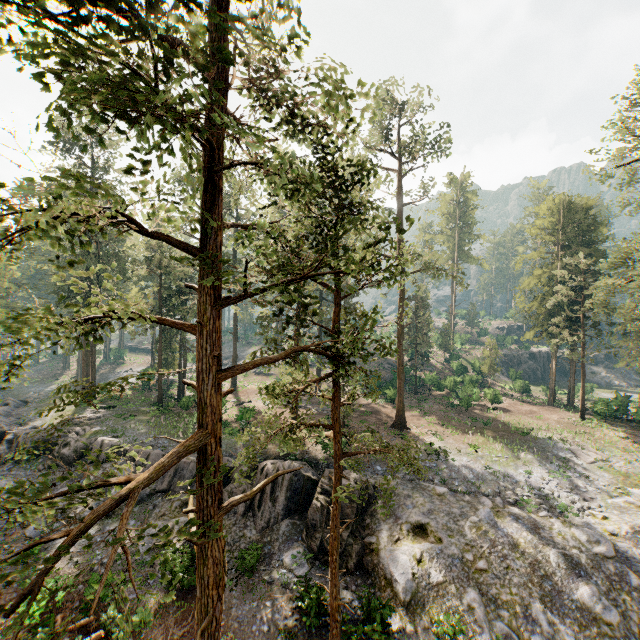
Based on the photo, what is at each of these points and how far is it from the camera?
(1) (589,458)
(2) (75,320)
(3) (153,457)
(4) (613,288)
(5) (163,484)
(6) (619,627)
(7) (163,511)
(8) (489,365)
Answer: (1) foliage, 26.94m
(2) foliage, 6.98m
(3) rock, 23.25m
(4) foliage, 24.61m
(5) rock, 22.44m
(6) rock, 14.69m
(7) rock, 21.05m
(8) foliage, 48.78m

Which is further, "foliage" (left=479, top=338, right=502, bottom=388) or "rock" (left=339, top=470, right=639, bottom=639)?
"foliage" (left=479, top=338, right=502, bottom=388)

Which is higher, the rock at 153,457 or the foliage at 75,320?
the foliage at 75,320

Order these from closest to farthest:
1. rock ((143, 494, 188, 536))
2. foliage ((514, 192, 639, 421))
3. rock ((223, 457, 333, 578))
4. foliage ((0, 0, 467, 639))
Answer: foliage ((0, 0, 467, 639)) → rock ((223, 457, 333, 578)) → rock ((143, 494, 188, 536)) → foliage ((514, 192, 639, 421))

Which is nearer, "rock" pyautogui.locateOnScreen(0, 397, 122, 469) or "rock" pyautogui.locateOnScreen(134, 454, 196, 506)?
"rock" pyautogui.locateOnScreen(134, 454, 196, 506)

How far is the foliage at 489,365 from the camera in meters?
48.2 m

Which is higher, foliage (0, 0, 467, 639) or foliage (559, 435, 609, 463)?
foliage (0, 0, 467, 639)

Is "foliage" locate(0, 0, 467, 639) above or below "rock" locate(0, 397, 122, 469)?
above
